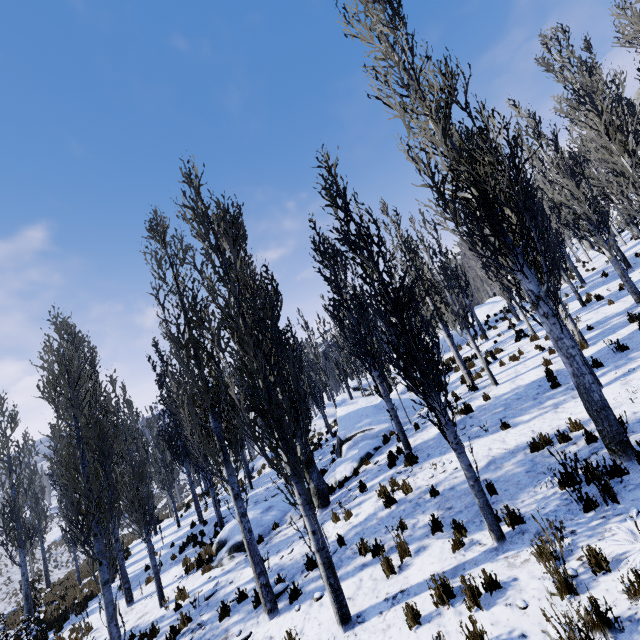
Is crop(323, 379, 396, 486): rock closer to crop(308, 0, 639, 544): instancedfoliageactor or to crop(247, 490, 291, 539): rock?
crop(308, 0, 639, 544): instancedfoliageactor

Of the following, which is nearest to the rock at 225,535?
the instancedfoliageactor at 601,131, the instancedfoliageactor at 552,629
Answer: the instancedfoliageactor at 601,131

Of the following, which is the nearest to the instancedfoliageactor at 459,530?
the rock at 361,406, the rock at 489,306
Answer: the rock at 489,306

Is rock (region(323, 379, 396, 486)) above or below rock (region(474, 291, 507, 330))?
below

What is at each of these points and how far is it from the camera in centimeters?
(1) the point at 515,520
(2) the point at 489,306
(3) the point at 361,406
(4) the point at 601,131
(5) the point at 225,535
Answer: (1) instancedfoliageactor, 538cm
(2) rock, 2741cm
(3) rock, 1730cm
(4) instancedfoliageactor, 734cm
(5) rock, 1202cm

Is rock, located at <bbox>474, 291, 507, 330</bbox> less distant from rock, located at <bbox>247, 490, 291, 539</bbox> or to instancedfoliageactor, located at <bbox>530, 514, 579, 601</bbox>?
instancedfoliageactor, located at <bbox>530, 514, 579, 601</bbox>

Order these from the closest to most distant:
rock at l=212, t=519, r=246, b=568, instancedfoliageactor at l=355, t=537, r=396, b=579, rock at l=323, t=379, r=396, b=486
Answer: instancedfoliageactor at l=355, t=537, r=396, b=579
rock at l=212, t=519, r=246, b=568
rock at l=323, t=379, r=396, b=486
